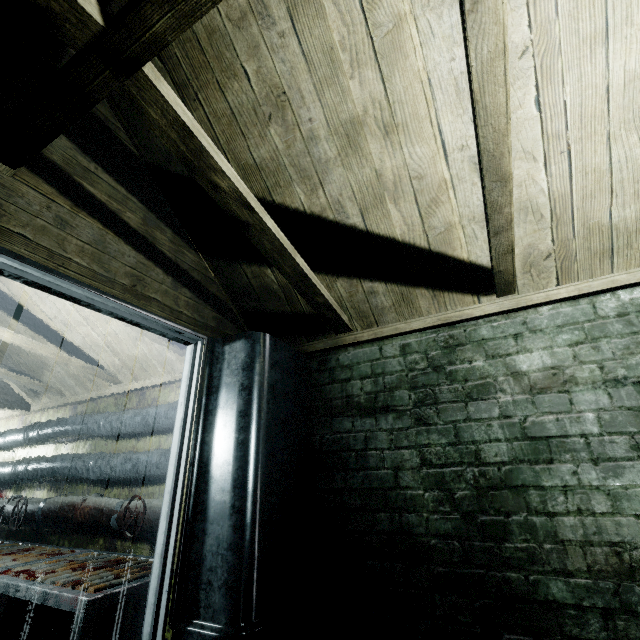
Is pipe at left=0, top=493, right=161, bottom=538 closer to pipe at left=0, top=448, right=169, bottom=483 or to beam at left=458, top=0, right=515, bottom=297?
pipe at left=0, top=448, right=169, bottom=483

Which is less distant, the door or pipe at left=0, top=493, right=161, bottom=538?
the door

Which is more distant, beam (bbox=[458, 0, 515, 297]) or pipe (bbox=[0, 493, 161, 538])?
pipe (bbox=[0, 493, 161, 538])

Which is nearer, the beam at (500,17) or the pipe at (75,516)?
the beam at (500,17)

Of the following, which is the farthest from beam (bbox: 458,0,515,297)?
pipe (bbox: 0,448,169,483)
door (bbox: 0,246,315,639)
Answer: pipe (bbox: 0,448,169,483)

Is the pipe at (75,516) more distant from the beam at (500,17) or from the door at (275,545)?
the beam at (500,17)

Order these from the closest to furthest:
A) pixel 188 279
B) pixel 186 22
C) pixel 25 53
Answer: pixel 186 22, pixel 25 53, pixel 188 279

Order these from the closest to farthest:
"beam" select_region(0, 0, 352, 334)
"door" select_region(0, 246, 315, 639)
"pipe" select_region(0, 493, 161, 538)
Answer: "beam" select_region(0, 0, 352, 334)
"door" select_region(0, 246, 315, 639)
"pipe" select_region(0, 493, 161, 538)
